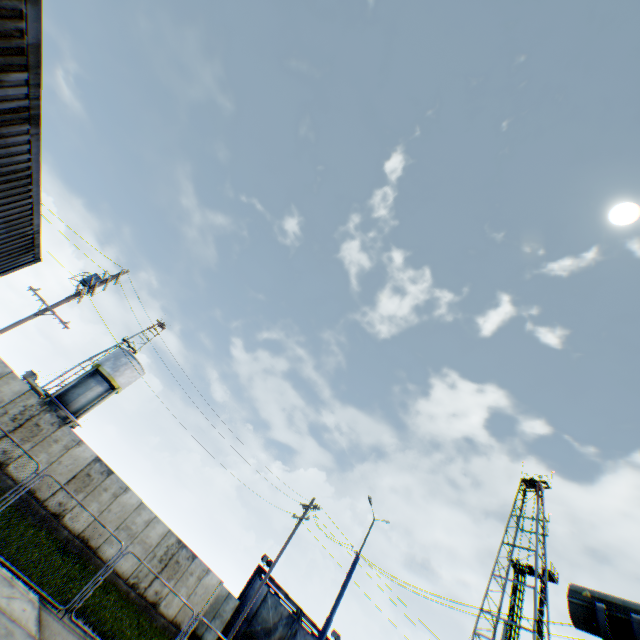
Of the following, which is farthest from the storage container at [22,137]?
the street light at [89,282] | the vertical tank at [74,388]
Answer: the vertical tank at [74,388]

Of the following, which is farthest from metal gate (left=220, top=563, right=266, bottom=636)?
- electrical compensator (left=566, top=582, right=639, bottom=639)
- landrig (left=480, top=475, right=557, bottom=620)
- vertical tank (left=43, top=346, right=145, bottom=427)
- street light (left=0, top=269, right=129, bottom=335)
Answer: electrical compensator (left=566, top=582, right=639, bottom=639)

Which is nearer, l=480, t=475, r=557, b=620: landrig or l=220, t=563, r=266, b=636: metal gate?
l=220, t=563, r=266, b=636: metal gate

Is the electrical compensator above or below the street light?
below

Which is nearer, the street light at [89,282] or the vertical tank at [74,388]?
the street light at [89,282]

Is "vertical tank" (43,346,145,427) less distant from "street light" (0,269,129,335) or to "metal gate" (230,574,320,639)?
"street light" (0,269,129,335)

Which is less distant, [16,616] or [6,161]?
[6,161]

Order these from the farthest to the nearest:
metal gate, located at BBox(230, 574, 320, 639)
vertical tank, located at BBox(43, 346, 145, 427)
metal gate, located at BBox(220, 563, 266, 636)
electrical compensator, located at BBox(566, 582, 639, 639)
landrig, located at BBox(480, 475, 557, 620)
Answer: landrig, located at BBox(480, 475, 557, 620)
vertical tank, located at BBox(43, 346, 145, 427)
metal gate, located at BBox(230, 574, 320, 639)
metal gate, located at BBox(220, 563, 266, 636)
electrical compensator, located at BBox(566, 582, 639, 639)
